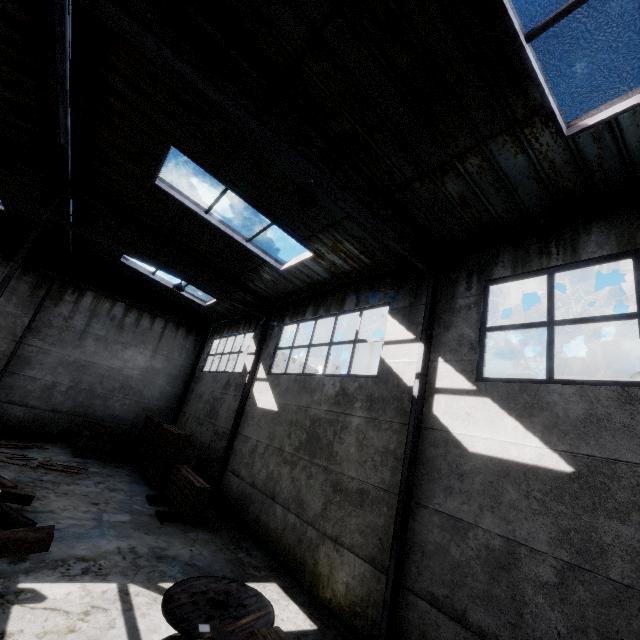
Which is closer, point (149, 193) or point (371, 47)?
point (371, 47)

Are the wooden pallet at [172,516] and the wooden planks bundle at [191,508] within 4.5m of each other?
yes

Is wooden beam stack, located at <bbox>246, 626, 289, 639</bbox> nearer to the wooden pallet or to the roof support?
the roof support

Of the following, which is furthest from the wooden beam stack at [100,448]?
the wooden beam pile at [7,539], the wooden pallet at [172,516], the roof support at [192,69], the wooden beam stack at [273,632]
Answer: the wooden beam stack at [273,632]

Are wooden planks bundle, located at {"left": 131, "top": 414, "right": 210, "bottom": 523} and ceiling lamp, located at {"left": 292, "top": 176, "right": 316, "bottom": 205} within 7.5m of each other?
no

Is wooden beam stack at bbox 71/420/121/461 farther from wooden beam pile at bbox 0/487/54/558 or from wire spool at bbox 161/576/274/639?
wire spool at bbox 161/576/274/639

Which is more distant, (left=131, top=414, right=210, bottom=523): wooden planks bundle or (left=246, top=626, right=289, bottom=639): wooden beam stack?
(left=131, top=414, right=210, bottom=523): wooden planks bundle

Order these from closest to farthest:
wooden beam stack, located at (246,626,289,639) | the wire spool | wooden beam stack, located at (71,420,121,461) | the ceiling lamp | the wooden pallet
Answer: wooden beam stack, located at (246,626,289,639)
the wire spool
the ceiling lamp
the wooden pallet
wooden beam stack, located at (71,420,121,461)
